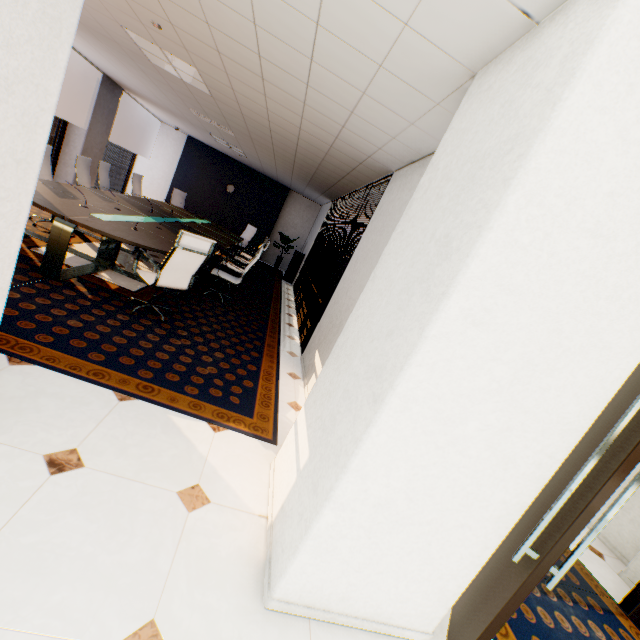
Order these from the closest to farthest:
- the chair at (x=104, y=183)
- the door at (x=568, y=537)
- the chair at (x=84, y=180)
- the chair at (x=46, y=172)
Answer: the door at (x=568, y=537) → the chair at (x=46, y=172) → the chair at (x=84, y=180) → the chair at (x=104, y=183)

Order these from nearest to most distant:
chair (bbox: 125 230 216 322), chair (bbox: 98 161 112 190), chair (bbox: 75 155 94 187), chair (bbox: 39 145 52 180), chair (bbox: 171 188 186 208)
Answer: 1. chair (bbox: 125 230 216 322)
2. chair (bbox: 39 145 52 180)
3. chair (bbox: 75 155 94 187)
4. chair (bbox: 98 161 112 190)
5. chair (bbox: 171 188 186 208)

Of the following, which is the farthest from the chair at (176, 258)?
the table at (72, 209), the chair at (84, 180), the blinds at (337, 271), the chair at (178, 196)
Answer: the chair at (178, 196)

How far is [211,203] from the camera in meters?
12.2

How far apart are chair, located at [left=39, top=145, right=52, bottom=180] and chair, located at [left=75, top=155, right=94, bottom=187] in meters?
0.7

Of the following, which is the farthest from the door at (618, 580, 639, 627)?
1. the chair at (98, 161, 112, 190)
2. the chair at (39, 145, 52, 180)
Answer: the chair at (98, 161, 112, 190)

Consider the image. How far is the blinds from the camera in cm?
505

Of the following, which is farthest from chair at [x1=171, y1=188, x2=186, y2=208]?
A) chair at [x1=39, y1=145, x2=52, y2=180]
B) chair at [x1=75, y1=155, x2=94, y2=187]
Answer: chair at [x1=39, y1=145, x2=52, y2=180]
